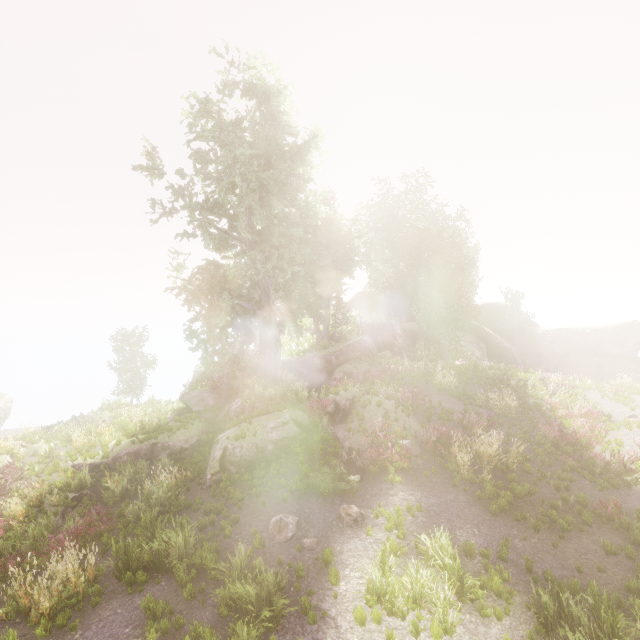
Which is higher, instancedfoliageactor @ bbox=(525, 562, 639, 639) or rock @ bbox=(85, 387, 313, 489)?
rock @ bbox=(85, 387, 313, 489)

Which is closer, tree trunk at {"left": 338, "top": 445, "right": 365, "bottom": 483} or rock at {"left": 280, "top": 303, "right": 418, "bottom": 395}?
tree trunk at {"left": 338, "top": 445, "right": 365, "bottom": 483}

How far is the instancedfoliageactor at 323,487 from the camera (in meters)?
10.61

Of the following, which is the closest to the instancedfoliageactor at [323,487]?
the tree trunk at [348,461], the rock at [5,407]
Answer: the rock at [5,407]

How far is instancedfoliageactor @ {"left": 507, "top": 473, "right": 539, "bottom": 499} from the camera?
10.4 meters

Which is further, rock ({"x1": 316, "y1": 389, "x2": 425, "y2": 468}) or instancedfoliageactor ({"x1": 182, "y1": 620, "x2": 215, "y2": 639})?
rock ({"x1": 316, "y1": 389, "x2": 425, "y2": 468})

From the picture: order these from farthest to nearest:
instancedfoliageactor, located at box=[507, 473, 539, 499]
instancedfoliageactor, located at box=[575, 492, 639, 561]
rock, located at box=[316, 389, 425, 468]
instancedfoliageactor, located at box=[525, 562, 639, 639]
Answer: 1. rock, located at box=[316, 389, 425, 468]
2. instancedfoliageactor, located at box=[507, 473, 539, 499]
3. instancedfoliageactor, located at box=[575, 492, 639, 561]
4. instancedfoliageactor, located at box=[525, 562, 639, 639]

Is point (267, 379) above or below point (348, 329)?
below
